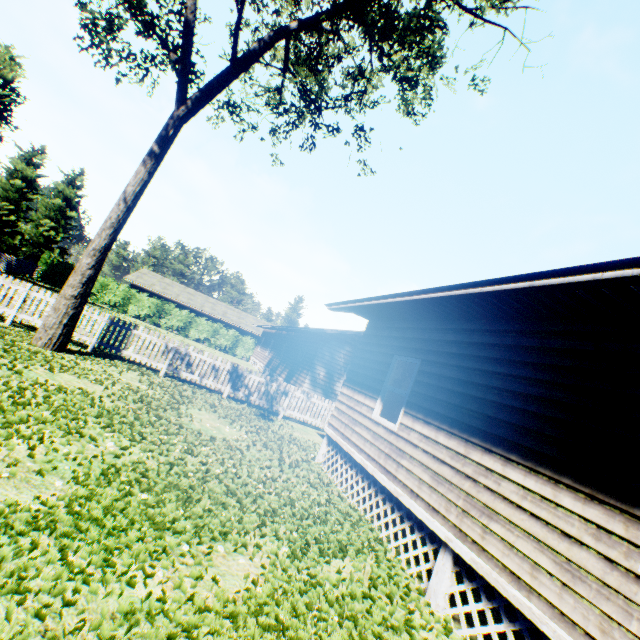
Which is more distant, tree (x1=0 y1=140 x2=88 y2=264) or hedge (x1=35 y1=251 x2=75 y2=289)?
hedge (x1=35 y1=251 x2=75 y2=289)

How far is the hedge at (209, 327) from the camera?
33.4 meters

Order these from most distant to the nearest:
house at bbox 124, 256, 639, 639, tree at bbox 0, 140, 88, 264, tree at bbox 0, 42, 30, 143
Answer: tree at bbox 0, 140, 88, 264 → tree at bbox 0, 42, 30, 143 → house at bbox 124, 256, 639, 639

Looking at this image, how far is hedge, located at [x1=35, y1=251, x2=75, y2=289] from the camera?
31.5 meters

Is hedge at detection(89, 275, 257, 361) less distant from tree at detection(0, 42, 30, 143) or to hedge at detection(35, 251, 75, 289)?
hedge at detection(35, 251, 75, 289)

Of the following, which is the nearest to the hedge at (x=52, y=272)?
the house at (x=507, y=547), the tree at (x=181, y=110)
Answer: the house at (x=507, y=547)

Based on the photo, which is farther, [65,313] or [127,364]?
[127,364]

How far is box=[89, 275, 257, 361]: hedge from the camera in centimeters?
3341cm
